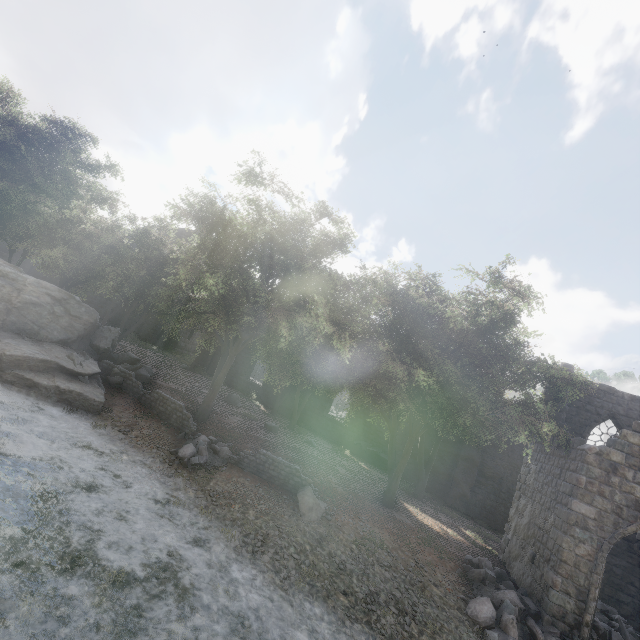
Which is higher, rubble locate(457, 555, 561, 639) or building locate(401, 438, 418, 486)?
building locate(401, 438, 418, 486)

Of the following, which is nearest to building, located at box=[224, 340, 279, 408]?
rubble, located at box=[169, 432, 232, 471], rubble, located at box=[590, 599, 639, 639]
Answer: rubble, located at box=[590, 599, 639, 639]

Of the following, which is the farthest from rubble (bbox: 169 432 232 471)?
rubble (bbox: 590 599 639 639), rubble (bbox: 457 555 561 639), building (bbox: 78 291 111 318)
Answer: rubble (bbox: 590 599 639 639)

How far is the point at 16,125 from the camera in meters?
21.3

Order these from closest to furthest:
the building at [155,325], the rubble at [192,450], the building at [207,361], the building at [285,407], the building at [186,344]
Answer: the rubble at [192,450], the building at [285,407], the building at [207,361], the building at [155,325], the building at [186,344]

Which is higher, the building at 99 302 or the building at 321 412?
the building at 99 302

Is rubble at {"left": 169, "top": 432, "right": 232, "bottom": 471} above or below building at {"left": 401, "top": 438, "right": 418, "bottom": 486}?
below
